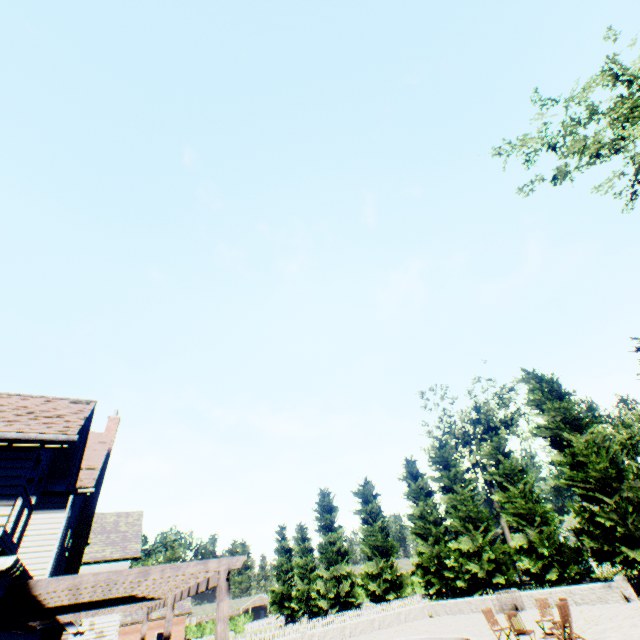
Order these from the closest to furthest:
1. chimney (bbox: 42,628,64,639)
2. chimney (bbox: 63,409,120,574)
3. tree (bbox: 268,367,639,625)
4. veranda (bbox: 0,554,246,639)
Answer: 1. veranda (bbox: 0,554,246,639)
2. chimney (bbox: 42,628,64,639)
3. chimney (bbox: 63,409,120,574)
4. tree (bbox: 268,367,639,625)

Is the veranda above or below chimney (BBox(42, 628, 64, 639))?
above

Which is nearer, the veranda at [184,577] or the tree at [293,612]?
the veranda at [184,577]

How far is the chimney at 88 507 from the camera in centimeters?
1439cm

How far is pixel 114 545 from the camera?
Answer: 26.28m

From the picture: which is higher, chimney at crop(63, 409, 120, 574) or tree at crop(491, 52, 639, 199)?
tree at crop(491, 52, 639, 199)

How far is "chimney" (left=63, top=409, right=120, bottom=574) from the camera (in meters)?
14.39

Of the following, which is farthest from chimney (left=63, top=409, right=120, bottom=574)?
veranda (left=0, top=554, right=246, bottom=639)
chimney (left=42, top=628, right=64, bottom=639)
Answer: veranda (left=0, top=554, right=246, bottom=639)
